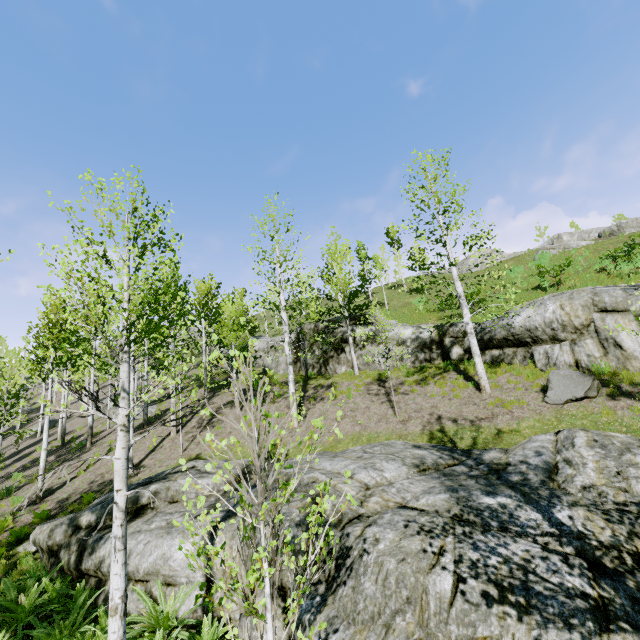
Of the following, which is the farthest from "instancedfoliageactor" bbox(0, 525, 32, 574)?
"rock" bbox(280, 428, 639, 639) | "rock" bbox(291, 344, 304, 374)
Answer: "rock" bbox(291, 344, 304, 374)

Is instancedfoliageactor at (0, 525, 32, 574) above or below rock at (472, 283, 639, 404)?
below

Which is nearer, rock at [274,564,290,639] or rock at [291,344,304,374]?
rock at [274,564,290,639]

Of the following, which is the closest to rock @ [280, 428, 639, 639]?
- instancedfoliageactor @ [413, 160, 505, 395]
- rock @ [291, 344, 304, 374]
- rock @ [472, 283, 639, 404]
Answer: instancedfoliageactor @ [413, 160, 505, 395]

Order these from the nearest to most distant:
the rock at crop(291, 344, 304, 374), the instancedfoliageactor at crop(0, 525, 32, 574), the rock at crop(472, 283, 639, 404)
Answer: the instancedfoliageactor at crop(0, 525, 32, 574) → the rock at crop(472, 283, 639, 404) → the rock at crop(291, 344, 304, 374)

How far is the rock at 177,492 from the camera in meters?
6.5

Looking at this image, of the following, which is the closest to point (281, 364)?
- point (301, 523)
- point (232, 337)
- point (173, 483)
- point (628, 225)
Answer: point (232, 337)

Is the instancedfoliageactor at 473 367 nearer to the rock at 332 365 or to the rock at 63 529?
the rock at 63 529
